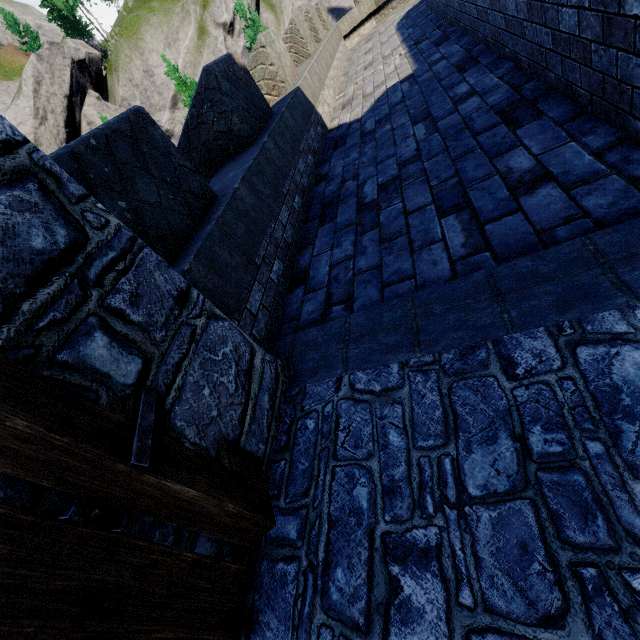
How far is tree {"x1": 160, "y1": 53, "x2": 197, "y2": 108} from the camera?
17.5 meters

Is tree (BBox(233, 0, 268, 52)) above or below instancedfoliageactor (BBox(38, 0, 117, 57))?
below

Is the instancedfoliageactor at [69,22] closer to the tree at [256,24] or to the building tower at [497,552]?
the tree at [256,24]

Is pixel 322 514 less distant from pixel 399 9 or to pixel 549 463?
pixel 549 463

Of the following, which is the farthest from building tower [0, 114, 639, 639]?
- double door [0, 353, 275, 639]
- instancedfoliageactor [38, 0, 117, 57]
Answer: instancedfoliageactor [38, 0, 117, 57]

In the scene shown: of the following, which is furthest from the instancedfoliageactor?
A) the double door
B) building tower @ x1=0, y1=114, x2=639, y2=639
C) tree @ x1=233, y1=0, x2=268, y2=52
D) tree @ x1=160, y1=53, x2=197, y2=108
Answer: the double door

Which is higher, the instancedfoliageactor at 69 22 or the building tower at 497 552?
the instancedfoliageactor at 69 22
